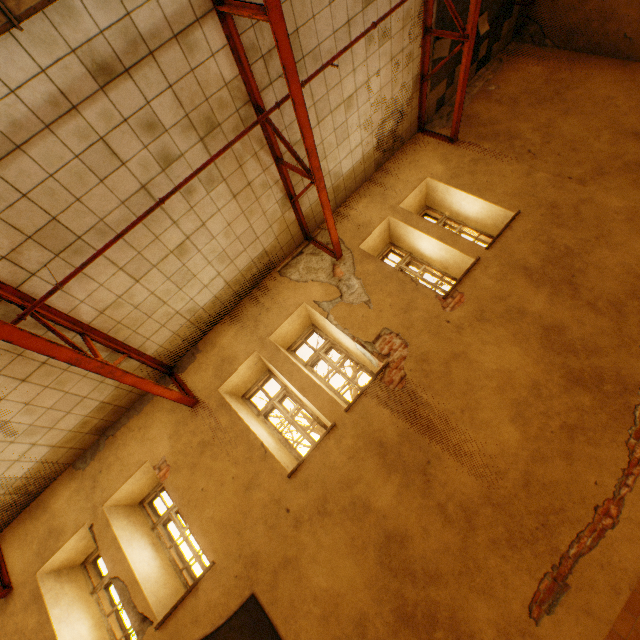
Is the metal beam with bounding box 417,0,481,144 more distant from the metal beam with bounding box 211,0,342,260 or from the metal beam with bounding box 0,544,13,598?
the metal beam with bounding box 0,544,13,598

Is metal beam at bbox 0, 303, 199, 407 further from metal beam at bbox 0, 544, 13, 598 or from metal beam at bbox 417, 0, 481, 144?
metal beam at bbox 417, 0, 481, 144

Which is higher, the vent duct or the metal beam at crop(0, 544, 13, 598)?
the vent duct

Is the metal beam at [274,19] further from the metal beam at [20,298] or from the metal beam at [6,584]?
the metal beam at [6,584]

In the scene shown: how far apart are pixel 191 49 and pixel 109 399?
5.5m

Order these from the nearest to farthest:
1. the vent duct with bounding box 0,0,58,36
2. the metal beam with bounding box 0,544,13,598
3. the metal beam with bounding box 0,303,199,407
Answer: the vent duct with bounding box 0,0,58,36, the metal beam with bounding box 0,303,199,407, the metal beam with bounding box 0,544,13,598

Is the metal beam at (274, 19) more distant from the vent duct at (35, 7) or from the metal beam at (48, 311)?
the metal beam at (48, 311)

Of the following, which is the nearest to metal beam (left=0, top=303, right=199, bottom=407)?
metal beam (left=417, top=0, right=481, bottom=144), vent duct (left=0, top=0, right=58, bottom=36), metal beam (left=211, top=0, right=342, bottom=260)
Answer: vent duct (left=0, top=0, right=58, bottom=36)
